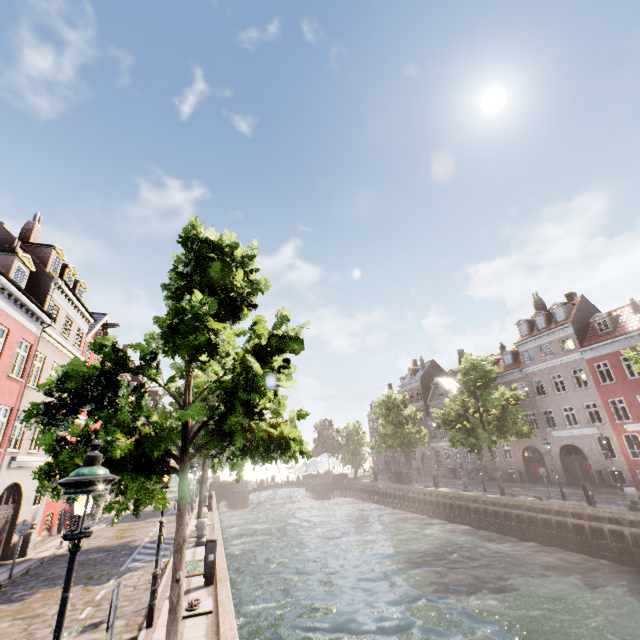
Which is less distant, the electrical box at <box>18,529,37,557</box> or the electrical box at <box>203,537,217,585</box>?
the electrical box at <box>203,537,217,585</box>

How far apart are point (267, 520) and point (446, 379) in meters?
29.8 m

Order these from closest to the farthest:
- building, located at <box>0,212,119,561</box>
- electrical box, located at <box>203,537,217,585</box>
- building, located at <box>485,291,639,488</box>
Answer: electrical box, located at <box>203,537,217,585</box>, building, located at <box>0,212,119,561</box>, building, located at <box>485,291,639,488</box>

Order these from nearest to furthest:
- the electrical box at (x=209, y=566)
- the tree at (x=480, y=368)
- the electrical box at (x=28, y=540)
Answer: the electrical box at (x=209, y=566), the electrical box at (x=28, y=540), the tree at (x=480, y=368)

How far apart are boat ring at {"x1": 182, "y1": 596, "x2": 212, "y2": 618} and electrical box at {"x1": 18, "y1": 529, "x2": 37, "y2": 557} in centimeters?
1250cm

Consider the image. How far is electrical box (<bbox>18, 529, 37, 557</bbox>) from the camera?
15.5m

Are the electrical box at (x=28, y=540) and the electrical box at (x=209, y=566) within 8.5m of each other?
no

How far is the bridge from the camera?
45.2 meters
